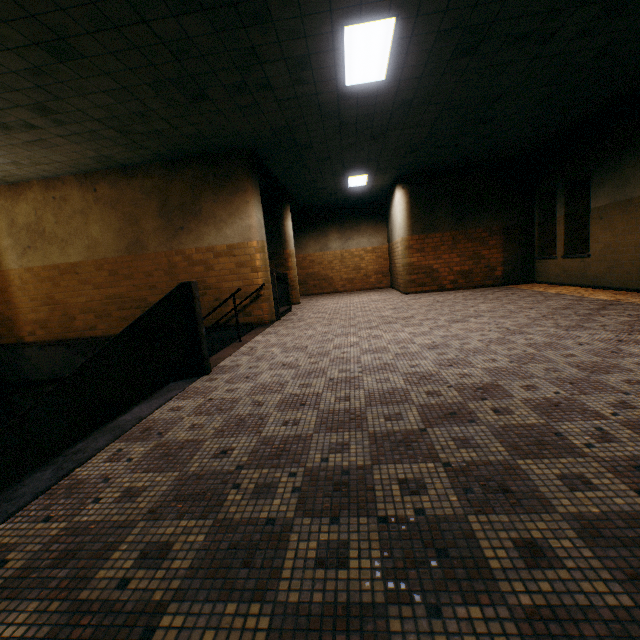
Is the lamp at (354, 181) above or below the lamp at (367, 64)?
above

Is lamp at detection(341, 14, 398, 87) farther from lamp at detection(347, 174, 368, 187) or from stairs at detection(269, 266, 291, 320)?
lamp at detection(347, 174, 368, 187)

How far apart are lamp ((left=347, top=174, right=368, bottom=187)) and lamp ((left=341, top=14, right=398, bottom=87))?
5.2m

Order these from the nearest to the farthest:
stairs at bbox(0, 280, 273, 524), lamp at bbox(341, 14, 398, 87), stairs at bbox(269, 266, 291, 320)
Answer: stairs at bbox(0, 280, 273, 524)
lamp at bbox(341, 14, 398, 87)
stairs at bbox(269, 266, 291, 320)

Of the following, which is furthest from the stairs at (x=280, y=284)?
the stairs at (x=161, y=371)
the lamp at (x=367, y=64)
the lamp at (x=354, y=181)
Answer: the lamp at (x=367, y=64)

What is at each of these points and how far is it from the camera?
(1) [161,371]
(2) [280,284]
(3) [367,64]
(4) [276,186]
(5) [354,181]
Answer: (1) stairs, 4.1m
(2) stairs, 9.7m
(3) lamp, 4.6m
(4) stairs, 10.2m
(5) lamp, 10.8m

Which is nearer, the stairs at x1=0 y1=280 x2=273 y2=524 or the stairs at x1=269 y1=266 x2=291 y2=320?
the stairs at x1=0 y1=280 x2=273 y2=524
